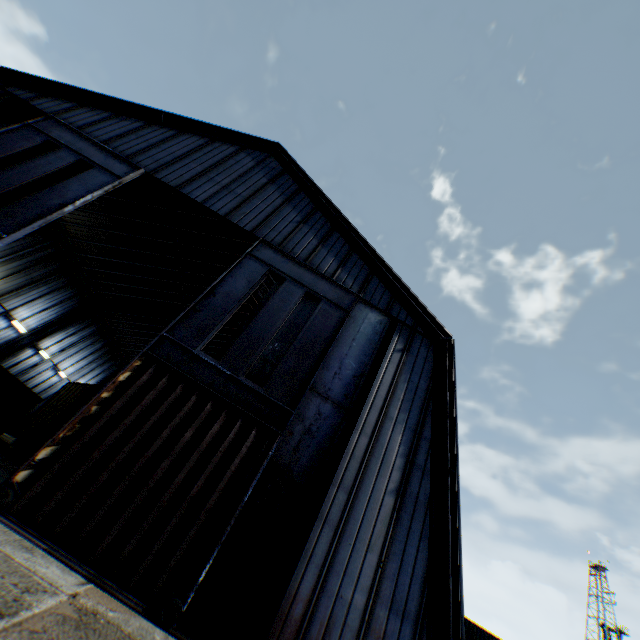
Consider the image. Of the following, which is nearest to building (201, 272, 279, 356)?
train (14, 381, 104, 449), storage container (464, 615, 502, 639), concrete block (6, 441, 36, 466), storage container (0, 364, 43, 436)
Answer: storage container (0, 364, 43, 436)

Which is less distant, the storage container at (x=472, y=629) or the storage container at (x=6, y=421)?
the storage container at (x=6, y=421)

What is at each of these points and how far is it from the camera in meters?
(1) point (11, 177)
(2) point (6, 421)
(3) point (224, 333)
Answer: (1) hanging door, 11.1
(2) storage container, 19.9
(3) building, 32.2

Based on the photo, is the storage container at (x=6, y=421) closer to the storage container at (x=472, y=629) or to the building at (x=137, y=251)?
the building at (x=137, y=251)

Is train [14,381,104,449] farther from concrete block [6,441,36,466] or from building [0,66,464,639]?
building [0,66,464,639]

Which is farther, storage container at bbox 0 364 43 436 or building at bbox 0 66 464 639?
storage container at bbox 0 364 43 436

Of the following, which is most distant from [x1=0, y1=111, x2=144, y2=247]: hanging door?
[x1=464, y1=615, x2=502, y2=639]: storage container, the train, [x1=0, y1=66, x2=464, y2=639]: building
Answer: [x1=464, y1=615, x2=502, y2=639]: storage container

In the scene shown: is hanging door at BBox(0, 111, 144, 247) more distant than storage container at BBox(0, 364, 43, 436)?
No
